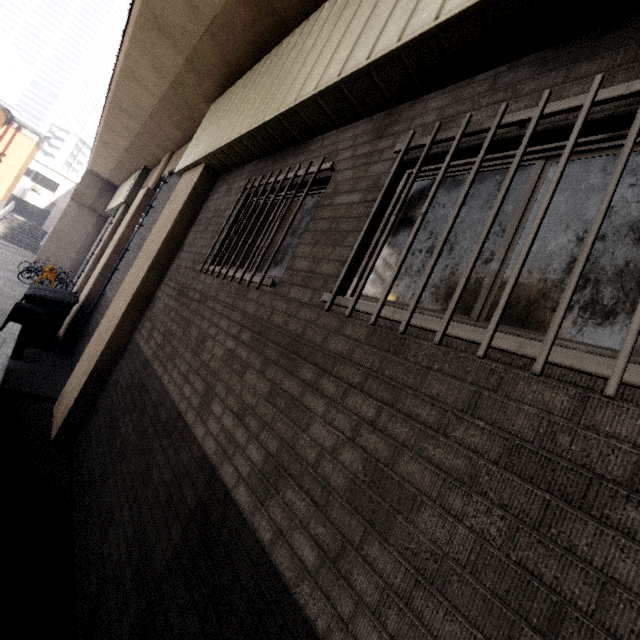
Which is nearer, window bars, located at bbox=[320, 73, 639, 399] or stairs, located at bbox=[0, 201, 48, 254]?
window bars, located at bbox=[320, 73, 639, 399]

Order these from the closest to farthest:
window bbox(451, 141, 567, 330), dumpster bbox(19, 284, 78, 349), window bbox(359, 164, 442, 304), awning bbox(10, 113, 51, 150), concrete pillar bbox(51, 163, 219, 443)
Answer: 1. window bbox(451, 141, 567, 330)
2. window bbox(359, 164, 442, 304)
3. concrete pillar bbox(51, 163, 219, 443)
4. dumpster bbox(19, 284, 78, 349)
5. awning bbox(10, 113, 51, 150)

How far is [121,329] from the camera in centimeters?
534cm

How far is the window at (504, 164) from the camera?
1.8 meters

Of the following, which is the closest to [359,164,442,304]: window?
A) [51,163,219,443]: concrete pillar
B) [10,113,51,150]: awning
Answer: [51,163,219,443]: concrete pillar

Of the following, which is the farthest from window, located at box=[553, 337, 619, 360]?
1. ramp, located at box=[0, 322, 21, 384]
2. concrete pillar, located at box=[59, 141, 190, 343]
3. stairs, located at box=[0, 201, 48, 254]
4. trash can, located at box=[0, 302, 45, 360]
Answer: stairs, located at box=[0, 201, 48, 254]

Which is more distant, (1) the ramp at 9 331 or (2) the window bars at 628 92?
(1) the ramp at 9 331

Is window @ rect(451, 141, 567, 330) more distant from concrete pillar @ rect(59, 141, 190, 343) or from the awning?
the awning
